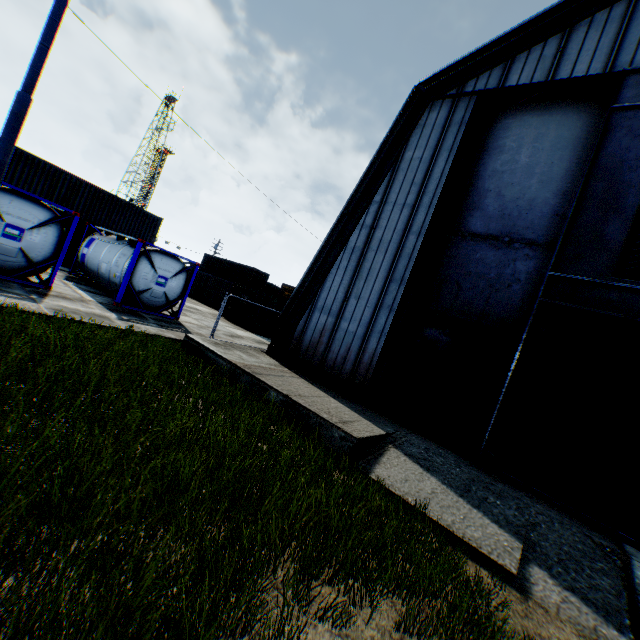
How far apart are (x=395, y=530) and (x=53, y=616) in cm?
409

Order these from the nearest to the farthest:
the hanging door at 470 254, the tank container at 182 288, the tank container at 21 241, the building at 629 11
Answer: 1. the hanging door at 470 254
2. the building at 629 11
3. the tank container at 21 241
4. the tank container at 182 288

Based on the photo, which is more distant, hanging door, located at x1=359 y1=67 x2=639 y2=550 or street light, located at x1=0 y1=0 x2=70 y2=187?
street light, located at x1=0 y1=0 x2=70 y2=187

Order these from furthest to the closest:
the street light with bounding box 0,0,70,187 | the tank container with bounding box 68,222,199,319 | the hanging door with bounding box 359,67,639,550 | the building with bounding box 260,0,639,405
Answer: the tank container with bounding box 68,222,199,319 → the building with bounding box 260,0,639,405 → the street light with bounding box 0,0,70,187 → the hanging door with bounding box 359,67,639,550

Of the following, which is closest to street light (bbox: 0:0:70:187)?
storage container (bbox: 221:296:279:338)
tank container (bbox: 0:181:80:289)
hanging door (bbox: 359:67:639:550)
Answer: tank container (bbox: 0:181:80:289)

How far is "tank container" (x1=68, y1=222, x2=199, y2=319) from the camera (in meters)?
13.95

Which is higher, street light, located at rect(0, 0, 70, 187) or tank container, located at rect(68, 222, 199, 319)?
street light, located at rect(0, 0, 70, 187)

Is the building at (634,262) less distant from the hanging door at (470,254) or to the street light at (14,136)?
the hanging door at (470,254)
